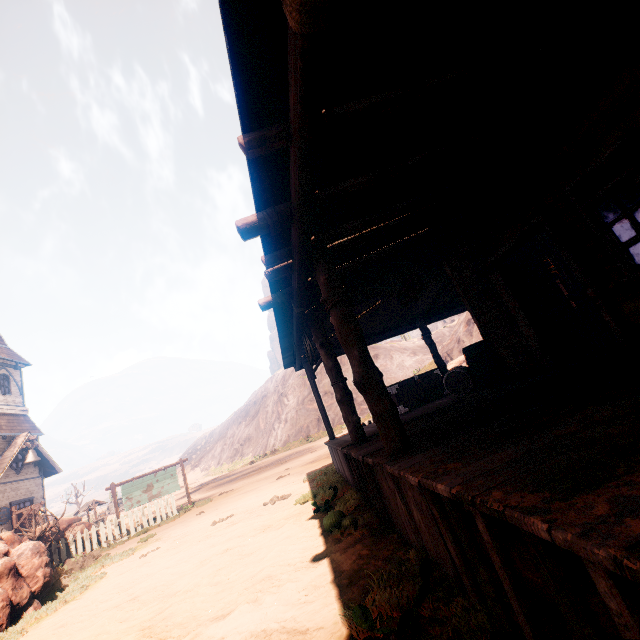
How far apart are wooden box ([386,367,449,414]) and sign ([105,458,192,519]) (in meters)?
11.42

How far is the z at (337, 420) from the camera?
35.44m

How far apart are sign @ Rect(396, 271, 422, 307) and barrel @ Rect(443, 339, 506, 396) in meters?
2.3

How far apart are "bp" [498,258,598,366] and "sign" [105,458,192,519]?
16.2m

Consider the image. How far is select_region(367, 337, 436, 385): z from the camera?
39.2m

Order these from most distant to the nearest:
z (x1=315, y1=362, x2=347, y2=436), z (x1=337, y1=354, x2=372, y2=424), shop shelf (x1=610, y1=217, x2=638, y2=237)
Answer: z (x1=337, y1=354, x2=372, y2=424), z (x1=315, y1=362, x2=347, y2=436), shop shelf (x1=610, y1=217, x2=638, y2=237)

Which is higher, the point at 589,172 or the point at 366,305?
the point at 366,305

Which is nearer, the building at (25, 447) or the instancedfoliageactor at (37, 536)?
the instancedfoliageactor at (37, 536)
